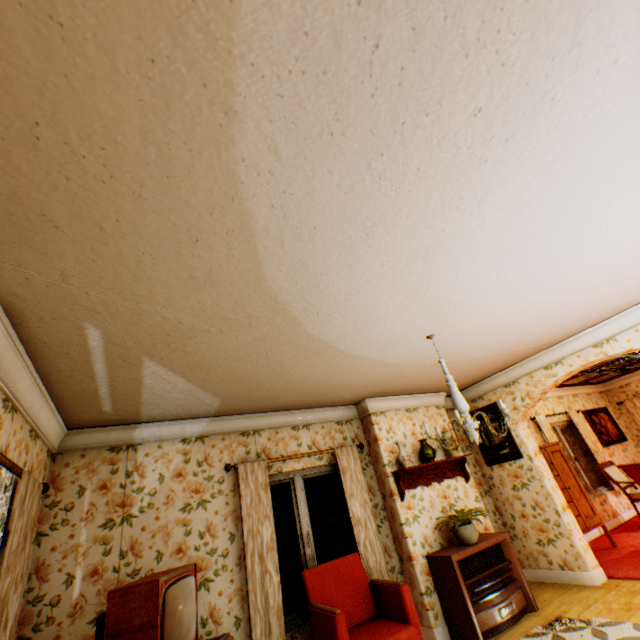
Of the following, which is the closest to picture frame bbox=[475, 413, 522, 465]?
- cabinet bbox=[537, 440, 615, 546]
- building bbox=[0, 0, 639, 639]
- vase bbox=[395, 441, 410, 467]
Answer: building bbox=[0, 0, 639, 639]

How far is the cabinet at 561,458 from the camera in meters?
5.8

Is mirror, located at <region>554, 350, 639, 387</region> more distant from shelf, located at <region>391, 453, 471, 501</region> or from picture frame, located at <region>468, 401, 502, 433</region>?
shelf, located at <region>391, 453, 471, 501</region>

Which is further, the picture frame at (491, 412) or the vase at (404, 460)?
the picture frame at (491, 412)

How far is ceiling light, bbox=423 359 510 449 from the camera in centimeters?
292cm

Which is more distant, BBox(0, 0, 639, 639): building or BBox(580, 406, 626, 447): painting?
BBox(580, 406, 626, 447): painting

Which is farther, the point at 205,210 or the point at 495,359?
the point at 495,359

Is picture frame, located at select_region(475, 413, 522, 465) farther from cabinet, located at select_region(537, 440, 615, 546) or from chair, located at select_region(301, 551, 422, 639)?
chair, located at select_region(301, 551, 422, 639)
